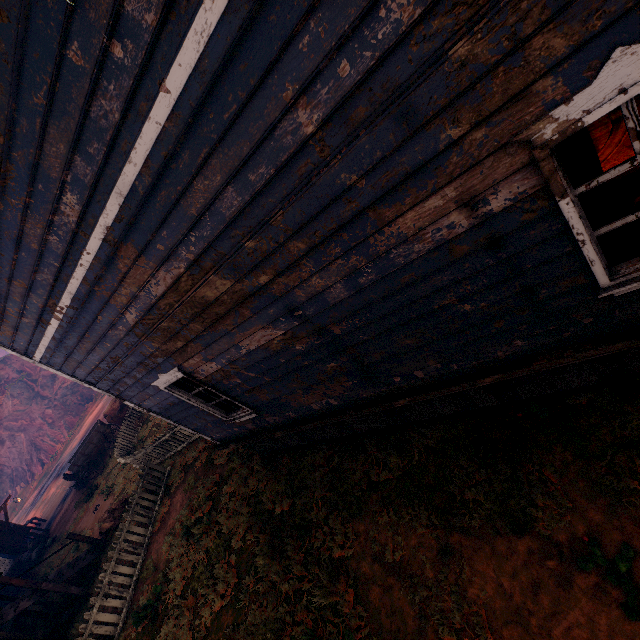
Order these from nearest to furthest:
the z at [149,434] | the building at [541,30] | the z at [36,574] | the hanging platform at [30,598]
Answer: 1. the building at [541,30]
2. the hanging platform at [30,598]
3. the z at [36,574]
4. the z at [149,434]

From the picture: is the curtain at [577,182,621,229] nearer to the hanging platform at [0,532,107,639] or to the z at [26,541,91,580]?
the z at [26,541,91,580]

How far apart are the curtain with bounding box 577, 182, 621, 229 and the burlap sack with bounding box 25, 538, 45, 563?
27.77m

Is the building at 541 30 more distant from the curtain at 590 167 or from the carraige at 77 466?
the carraige at 77 466

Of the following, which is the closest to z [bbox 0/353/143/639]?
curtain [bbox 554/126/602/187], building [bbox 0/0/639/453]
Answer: building [bbox 0/0/639/453]

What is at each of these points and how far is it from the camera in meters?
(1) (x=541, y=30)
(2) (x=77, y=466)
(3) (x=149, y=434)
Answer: (1) building, 1.6
(2) carraige, 18.1
(3) z, 16.0

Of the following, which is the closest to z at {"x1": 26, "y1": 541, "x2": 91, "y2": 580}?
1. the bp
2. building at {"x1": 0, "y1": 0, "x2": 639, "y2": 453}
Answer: building at {"x1": 0, "y1": 0, "x2": 639, "y2": 453}
